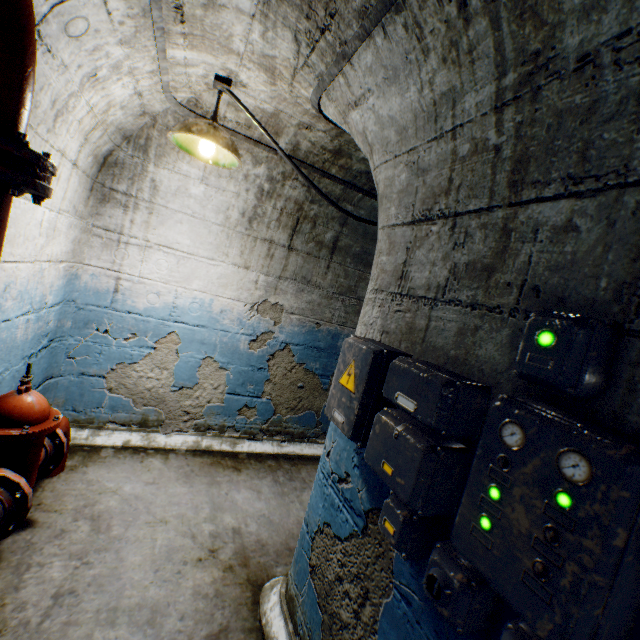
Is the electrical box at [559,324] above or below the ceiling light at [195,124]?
below

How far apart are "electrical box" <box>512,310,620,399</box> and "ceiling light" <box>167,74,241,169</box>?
1.99m

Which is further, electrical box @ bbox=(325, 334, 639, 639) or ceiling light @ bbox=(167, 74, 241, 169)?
ceiling light @ bbox=(167, 74, 241, 169)

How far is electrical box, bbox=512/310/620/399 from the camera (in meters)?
0.67

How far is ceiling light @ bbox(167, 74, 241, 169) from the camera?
2.0m

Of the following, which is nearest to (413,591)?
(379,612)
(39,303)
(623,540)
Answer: (379,612)

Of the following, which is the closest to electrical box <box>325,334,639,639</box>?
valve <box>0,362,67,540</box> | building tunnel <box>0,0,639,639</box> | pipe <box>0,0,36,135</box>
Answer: building tunnel <box>0,0,639,639</box>

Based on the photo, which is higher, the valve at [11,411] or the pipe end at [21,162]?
the pipe end at [21,162]
